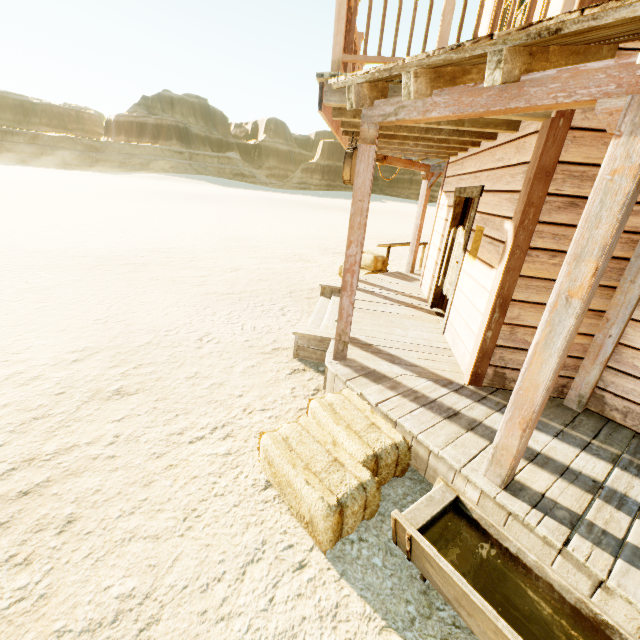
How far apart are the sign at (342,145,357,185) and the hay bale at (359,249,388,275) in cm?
294

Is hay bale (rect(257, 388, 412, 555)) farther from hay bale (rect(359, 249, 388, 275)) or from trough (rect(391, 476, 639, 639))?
hay bale (rect(359, 249, 388, 275))

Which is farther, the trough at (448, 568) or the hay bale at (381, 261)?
the hay bale at (381, 261)

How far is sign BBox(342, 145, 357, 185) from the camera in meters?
4.3 m

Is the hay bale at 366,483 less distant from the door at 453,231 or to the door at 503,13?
the door at 453,231

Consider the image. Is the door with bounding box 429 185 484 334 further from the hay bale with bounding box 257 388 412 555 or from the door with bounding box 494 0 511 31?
the hay bale with bounding box 257 388 412 555

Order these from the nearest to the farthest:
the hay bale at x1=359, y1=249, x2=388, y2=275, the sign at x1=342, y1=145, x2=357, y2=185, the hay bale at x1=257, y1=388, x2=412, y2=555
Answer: the hay bale at x1=257, y1=388, x2=412, y2=555 < the sign at x1=342, y1=145, x2=357, y2=185 < the hay bale at x1=359, y1=249, x2=388, y2=275

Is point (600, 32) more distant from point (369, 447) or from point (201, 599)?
point (201, 599)
